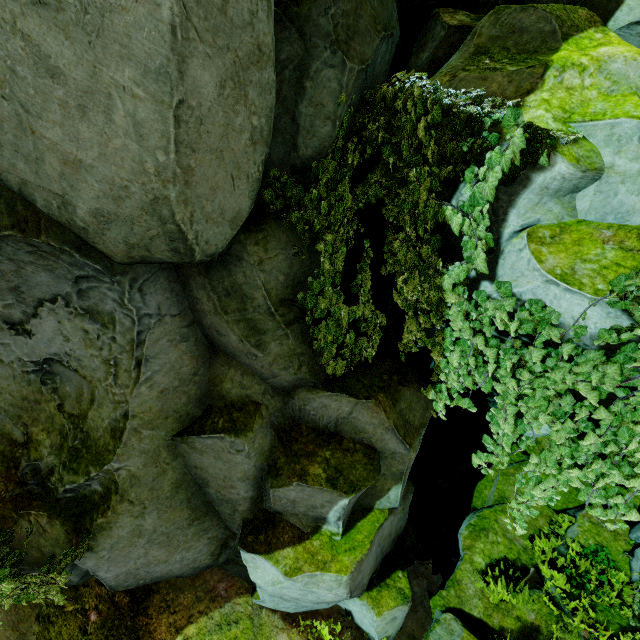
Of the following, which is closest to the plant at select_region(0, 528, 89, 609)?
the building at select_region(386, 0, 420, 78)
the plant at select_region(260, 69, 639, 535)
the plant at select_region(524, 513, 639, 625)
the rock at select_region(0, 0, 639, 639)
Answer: the rock at select_region(0, 0, 639, 639)

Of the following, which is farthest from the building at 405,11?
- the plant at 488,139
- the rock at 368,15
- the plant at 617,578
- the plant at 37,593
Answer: the plant at 617,578

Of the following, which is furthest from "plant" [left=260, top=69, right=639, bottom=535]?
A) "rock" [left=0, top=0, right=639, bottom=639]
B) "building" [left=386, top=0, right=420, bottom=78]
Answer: "building" [left=386, top=0, right=420, bottom=78]

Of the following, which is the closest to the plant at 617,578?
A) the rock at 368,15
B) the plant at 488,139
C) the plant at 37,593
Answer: the rock at 368,15

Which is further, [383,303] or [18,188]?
[383,303]

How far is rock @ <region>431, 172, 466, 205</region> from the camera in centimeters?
393cm
